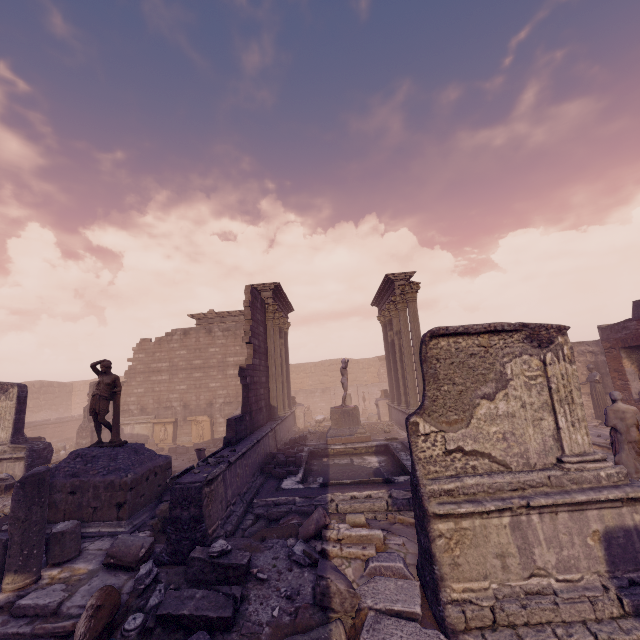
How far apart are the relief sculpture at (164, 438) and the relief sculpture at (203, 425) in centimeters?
72cm

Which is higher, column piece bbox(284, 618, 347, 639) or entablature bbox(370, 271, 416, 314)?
entablature bbox(370, 271, 416, 314)

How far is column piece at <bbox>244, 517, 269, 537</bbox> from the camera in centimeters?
659cm

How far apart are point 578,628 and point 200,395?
19.4m

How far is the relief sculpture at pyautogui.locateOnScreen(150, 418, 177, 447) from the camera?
18.9m

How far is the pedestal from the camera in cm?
1373

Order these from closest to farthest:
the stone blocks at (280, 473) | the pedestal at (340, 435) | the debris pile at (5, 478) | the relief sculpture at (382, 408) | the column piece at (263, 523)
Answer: the column piece at (263, 523)
the debris pile at (5, 478)
the stone blocks at (280, 473)
the pedestal at (340, 435)
the relief sculpture at (382, 408)

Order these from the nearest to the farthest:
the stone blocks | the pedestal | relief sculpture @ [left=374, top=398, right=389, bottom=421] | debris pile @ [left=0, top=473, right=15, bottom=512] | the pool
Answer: the pool < debris pile @ [left=0, top=473, right=15, bottom=512] < the stone blocks < the pedestal < relief sculpture @ [left=374, top=398, right=389, bottom=421]
